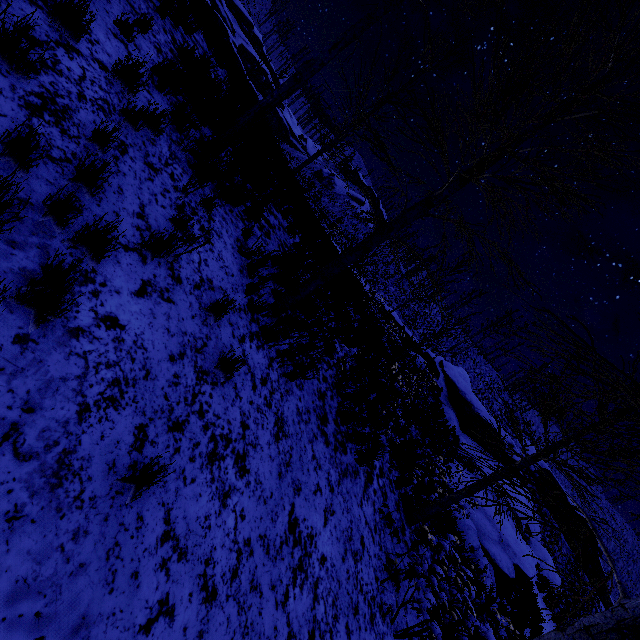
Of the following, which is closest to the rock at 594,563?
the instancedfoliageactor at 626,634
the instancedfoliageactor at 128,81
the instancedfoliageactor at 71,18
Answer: the instancedfoliageactor at 626,634

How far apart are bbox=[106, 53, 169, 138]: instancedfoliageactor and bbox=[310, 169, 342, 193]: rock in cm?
5726

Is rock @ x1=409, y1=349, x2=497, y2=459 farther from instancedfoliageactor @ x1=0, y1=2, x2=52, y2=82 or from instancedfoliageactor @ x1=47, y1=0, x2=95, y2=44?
instancedfoliageactor @ x1=47, y1=0, x2=95, y2=44

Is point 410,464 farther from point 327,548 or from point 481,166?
point 481,166

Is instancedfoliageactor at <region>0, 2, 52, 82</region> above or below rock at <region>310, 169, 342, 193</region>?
below

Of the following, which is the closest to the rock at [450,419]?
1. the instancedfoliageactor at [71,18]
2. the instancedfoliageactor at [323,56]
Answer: the instancedfoliageactor at [323,56]

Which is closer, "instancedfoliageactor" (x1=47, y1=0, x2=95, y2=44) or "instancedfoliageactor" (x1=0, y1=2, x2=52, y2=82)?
"instancedfoliageactor" (x1=0, y1=2, x2=52, y2=82)

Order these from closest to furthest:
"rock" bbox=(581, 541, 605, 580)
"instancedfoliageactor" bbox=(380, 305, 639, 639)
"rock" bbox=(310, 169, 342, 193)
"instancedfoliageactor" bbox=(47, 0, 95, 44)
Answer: "instancedfoliageactor" bbox=(380, 305, 639, 639) → "instancedfoliageactor" bbox=(47, 0, 95, 44) → "rock" bbox=(581, 541, 605, 580) → "rock" bbox=(310, 169, 342, 193)
